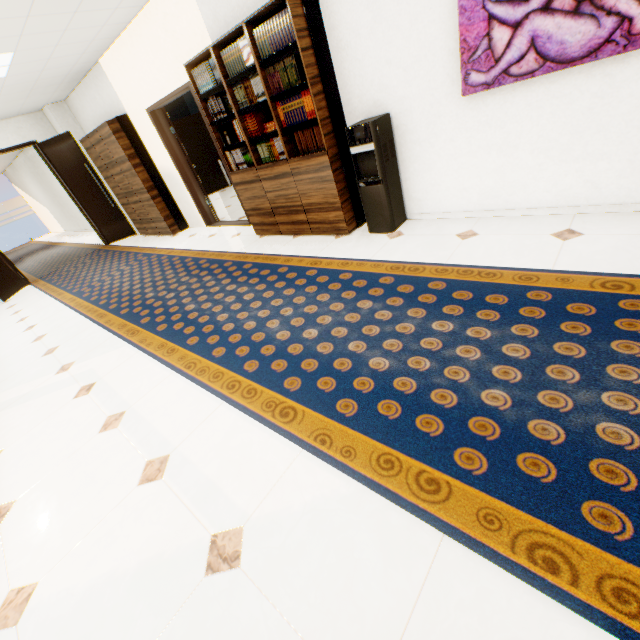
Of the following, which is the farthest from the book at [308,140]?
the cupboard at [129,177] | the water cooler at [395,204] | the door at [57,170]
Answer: the door at [57,170]

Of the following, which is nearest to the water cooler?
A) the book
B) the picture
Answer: the book

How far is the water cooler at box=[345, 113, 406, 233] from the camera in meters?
3.1 m

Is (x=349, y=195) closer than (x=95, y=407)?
No

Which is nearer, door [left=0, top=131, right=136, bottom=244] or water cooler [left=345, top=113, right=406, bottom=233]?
water cooler [left=345, top=113, right=406, bottom=233]

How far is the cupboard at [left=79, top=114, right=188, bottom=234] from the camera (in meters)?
5.95

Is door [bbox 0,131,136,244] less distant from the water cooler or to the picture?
the water cooler

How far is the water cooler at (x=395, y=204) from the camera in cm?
306
